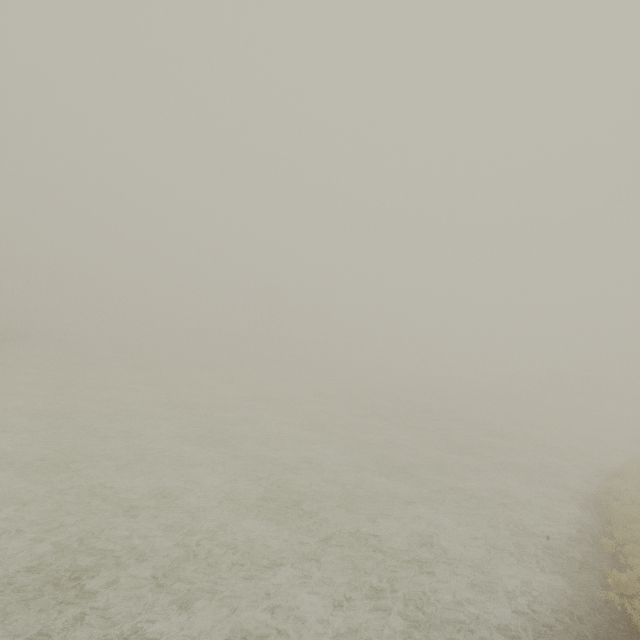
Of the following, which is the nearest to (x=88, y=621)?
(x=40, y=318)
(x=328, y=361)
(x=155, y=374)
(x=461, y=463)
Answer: (x=461, y=463)
